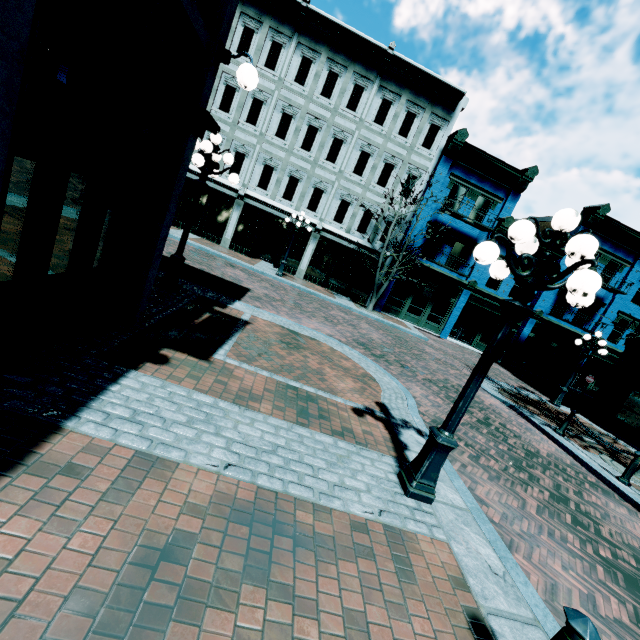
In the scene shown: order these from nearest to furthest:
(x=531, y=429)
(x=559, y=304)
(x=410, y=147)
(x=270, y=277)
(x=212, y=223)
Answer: (x=531, y=429) < (x=270, y=277) < (x=410, y=147) < (x=212, y=223) < (x=559, y=304)

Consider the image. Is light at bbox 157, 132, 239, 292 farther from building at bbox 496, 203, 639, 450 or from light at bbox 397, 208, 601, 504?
building at bbox 496, 203, 639, 450

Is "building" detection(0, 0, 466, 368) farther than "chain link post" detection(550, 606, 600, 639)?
Yes

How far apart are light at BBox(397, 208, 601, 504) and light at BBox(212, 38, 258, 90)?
3.8m

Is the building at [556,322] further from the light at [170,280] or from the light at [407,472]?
the light at [407,472]

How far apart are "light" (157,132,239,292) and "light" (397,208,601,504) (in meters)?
5.60

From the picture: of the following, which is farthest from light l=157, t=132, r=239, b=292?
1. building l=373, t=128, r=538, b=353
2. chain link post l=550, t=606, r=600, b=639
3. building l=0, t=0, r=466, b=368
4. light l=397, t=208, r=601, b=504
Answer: building l=373, t=128, r=538, b=353

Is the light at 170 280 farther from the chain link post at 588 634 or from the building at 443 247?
the building at 443 247
